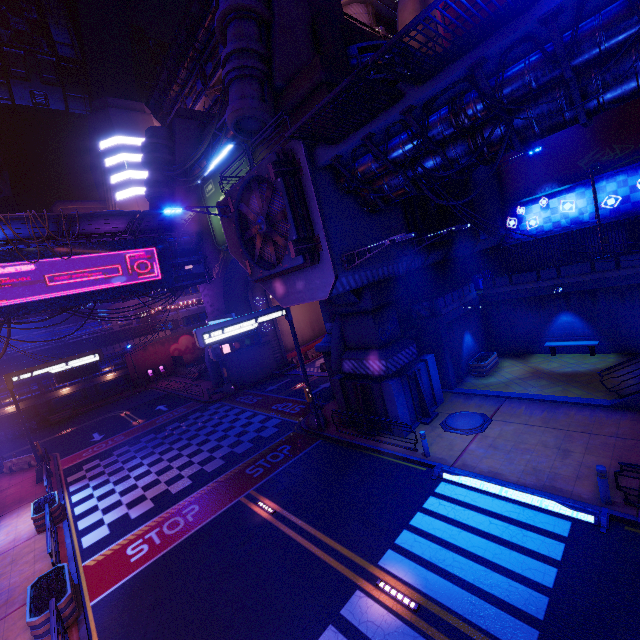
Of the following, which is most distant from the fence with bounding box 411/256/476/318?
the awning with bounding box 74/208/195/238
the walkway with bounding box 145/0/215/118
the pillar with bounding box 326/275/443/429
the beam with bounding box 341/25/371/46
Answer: the walkway with bounding box 145/0/215/118

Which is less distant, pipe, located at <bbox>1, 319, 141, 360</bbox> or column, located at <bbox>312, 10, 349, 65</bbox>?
column, located at <bbox>312, 10, 349, 65</bbox>

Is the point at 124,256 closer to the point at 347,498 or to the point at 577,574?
the point at 347,498

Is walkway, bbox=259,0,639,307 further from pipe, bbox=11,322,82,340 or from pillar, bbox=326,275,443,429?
pipe, bbox=11,322,82,340

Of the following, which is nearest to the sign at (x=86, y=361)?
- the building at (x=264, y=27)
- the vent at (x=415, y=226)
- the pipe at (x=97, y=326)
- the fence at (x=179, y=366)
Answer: the vent at (x=415, y=226)

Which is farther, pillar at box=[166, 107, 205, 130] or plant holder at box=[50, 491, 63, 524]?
pillar at box=[166, 107, 205, 130]

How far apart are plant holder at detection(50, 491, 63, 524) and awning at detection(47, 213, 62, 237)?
14.7 meters

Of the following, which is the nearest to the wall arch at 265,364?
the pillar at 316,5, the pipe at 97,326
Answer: the pillar at 316,5
